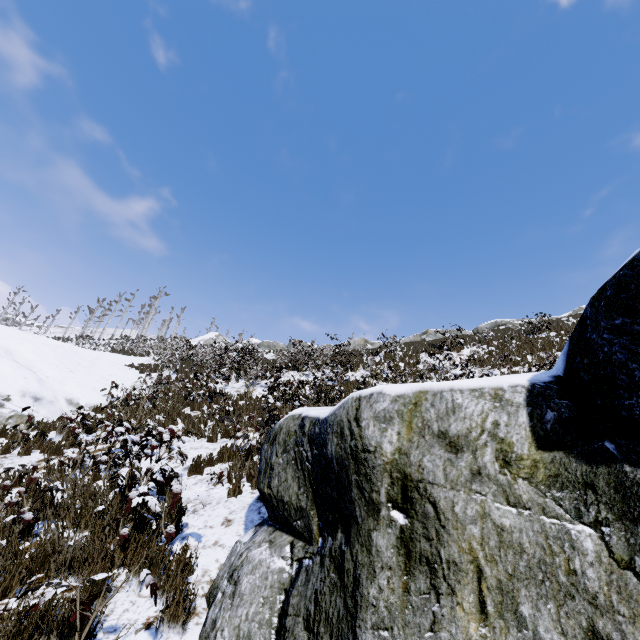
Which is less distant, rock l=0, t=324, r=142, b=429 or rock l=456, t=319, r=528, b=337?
rock l=0, t=324, r=142, b=429

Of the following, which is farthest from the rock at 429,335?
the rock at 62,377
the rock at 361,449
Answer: the rock at 361,449

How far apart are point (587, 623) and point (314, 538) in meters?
1.9 m

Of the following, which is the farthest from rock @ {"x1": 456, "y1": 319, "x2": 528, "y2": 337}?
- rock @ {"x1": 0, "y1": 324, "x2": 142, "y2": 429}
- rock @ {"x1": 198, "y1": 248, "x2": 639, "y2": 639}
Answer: rock @ {"x1": 198, "y1": 248, "x2": 639, "y2": 639}

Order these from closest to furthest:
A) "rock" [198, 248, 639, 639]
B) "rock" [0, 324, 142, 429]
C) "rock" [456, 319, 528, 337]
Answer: "rock" [198, 248, 639, 639], "rock" [0, 324, 142, 429], "rock" [456, 319, 528, 337]

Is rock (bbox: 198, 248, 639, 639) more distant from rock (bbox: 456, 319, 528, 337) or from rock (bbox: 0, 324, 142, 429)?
rock (bbox: 456, 319, 528, 337)

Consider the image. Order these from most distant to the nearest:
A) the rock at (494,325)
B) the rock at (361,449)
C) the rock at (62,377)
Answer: the rock at (494,325)
the rock at (62,377)
the rock at (361,449)

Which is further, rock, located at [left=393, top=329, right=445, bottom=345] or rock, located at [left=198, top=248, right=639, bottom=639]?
rock, located at [left=393, top=329, right=445, bottom=345]
